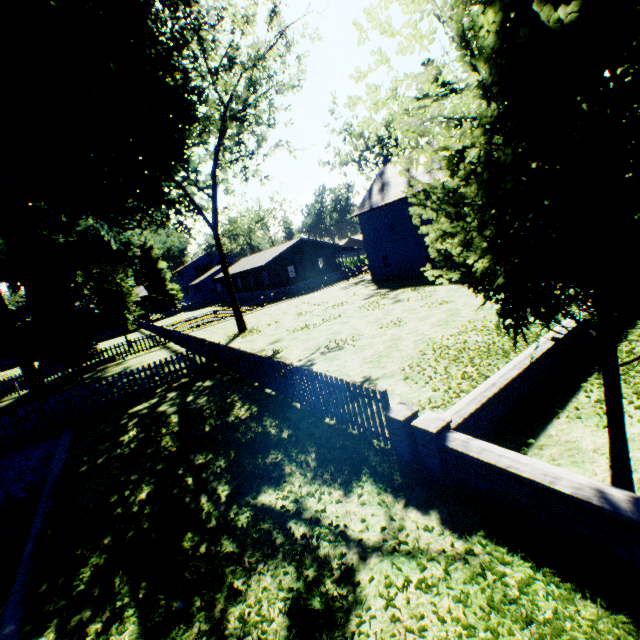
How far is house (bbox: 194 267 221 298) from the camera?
58.6m

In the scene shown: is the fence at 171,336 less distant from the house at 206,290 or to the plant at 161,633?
the plant at 161,633

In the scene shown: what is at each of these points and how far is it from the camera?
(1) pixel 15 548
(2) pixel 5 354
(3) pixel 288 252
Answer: (1) plant, 5.91m
(2) house, 39.00m
(3) flat, 41.69m

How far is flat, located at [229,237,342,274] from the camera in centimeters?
4107cm

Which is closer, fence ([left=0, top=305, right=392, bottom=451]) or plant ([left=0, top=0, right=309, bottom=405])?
fence ([left=0, top=305, right=392, bottom=451])

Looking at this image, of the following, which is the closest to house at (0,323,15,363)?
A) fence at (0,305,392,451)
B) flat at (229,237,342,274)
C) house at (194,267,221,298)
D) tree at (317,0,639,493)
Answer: fence at (0,305,392,451)

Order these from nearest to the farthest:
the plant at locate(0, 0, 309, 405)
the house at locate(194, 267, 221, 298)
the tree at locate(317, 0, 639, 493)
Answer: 1. the tree at locate(317, 0, 639, 493)
2. the plant at locate(0, 0, 309, 405)
3. the house at locate(194, 267, 221, 298)

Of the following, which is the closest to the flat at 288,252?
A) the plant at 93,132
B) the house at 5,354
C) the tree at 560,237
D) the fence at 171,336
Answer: the fence at 171,336
